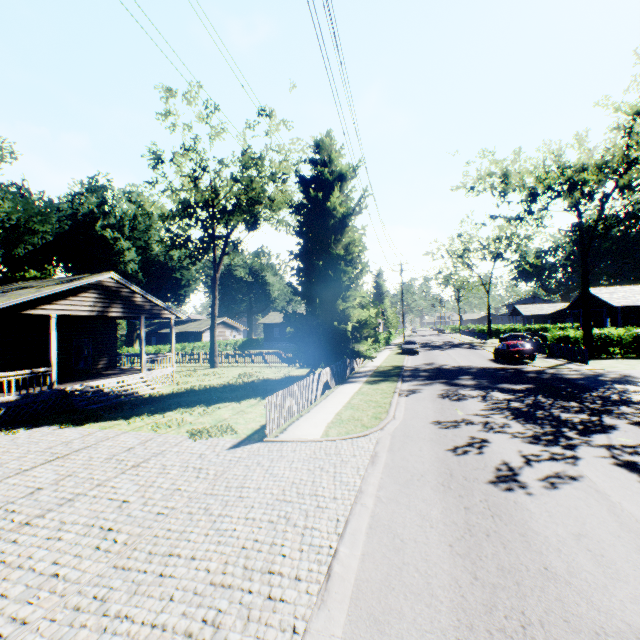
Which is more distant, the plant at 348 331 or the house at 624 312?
the house at 624 312

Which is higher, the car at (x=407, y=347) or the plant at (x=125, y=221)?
the plant at (x=125, y=221)

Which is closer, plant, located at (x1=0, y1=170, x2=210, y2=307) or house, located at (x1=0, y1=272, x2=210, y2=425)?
house, located at (x1=0, y1=272, x2=210, y2=425)

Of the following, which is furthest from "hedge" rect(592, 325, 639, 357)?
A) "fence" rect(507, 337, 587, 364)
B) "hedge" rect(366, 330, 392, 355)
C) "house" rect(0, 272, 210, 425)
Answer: "house" rect(0, 272, 210, 425)

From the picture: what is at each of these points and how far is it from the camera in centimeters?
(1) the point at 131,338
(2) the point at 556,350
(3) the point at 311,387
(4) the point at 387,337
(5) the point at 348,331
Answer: Result:
(1) plant, 5303cm
(2) fence, 2717cm
(3) fence, 1420cm
(4) hedge, 5197cm
(5) plant, 1978cm

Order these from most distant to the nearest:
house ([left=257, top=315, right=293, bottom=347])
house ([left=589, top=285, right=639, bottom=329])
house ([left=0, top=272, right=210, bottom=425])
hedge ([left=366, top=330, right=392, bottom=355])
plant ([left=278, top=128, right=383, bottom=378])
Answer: house ([left=257, top=315, right=293, bottom=347]) < hedge ([left=366, top=330, right=392, bottom=355]) < house ([left=589, top=285, right=639, bottom=329]) < plant ([left=278, top=128, right=383, bottom=378]) < house ([left=0, top=272, right=210, bottom=425])

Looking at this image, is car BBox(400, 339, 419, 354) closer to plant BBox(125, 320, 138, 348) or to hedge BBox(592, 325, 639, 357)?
plant BBox(125, 320, 138, 348)

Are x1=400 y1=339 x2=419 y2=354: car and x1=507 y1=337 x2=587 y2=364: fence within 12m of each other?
yes
